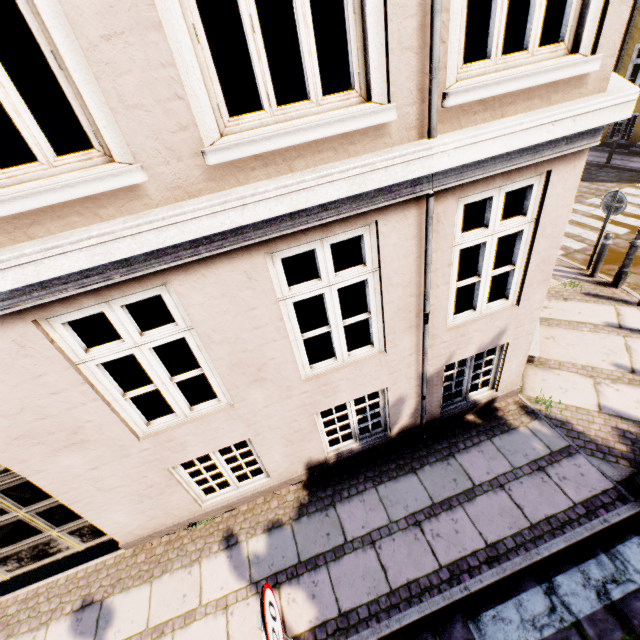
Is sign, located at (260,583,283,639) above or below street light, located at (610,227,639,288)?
above

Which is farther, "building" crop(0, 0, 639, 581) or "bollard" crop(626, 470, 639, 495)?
"bollard" crop(626, 470, 639, 495)

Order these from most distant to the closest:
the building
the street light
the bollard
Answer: the street light, the bollard, the building

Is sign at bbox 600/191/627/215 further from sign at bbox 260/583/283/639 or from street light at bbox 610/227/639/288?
sign at bbox 260/583/283/639

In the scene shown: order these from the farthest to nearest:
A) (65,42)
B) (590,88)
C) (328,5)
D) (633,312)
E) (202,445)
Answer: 1. (328,5)
2. (633,312)
3. (202,445)
4. (590,88)
5. (65,42)

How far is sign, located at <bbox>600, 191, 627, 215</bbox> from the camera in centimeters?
693cm

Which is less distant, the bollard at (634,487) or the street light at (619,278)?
the bollard at (634,487)

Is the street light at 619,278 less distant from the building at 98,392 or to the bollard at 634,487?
the building at 98,392
